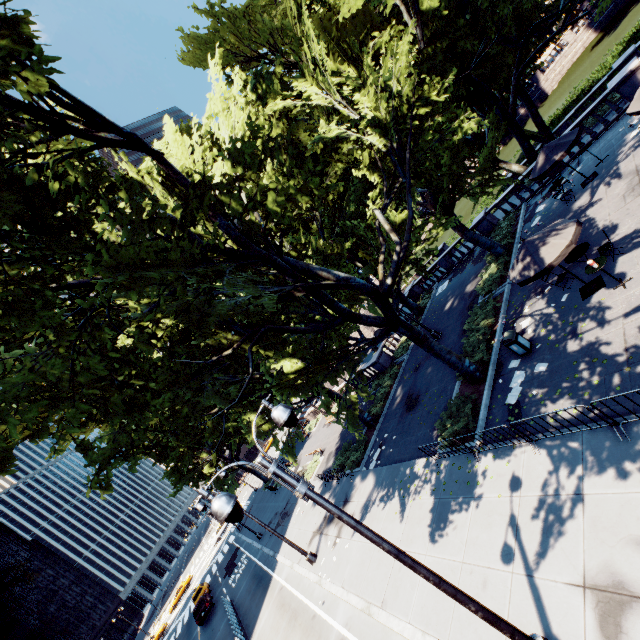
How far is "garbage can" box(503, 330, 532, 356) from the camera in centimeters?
1248cm

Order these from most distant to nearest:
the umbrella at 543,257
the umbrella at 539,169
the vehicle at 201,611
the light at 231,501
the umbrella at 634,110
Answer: the vehicle at 201,611 → the umbrella at 539,169 → the umbrella at 634,110 → the umbrella at 543,257 → the light at 231,501

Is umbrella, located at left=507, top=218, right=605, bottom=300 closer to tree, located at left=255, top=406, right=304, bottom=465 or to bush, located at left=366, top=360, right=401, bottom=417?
tree, located at left=255, top=406, right=304, bottom=465

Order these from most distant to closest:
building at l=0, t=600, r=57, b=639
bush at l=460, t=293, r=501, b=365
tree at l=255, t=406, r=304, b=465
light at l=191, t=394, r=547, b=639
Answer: building at l=0, t=600, r=57, b=639 → tree at l=255, t=406, r=304, b=465 → bush at l=460, t=293, r=501, b=365 → light at l=191, t=394, r=547, b=639

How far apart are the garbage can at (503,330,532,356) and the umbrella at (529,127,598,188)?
9.62m

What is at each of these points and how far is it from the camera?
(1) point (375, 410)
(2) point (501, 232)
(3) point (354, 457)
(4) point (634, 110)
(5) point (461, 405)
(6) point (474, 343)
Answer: (1) bush, 23.1 meters
(2) bush, 23.0 meters
(3) bush, 21.0 meters
(4) umbrella, 11.8 meters
(5) bush, 13.9 meters
(6) bush, 16.2 meters

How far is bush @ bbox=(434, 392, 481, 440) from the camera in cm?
1284

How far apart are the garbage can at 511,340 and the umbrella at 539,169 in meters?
9.6 m
